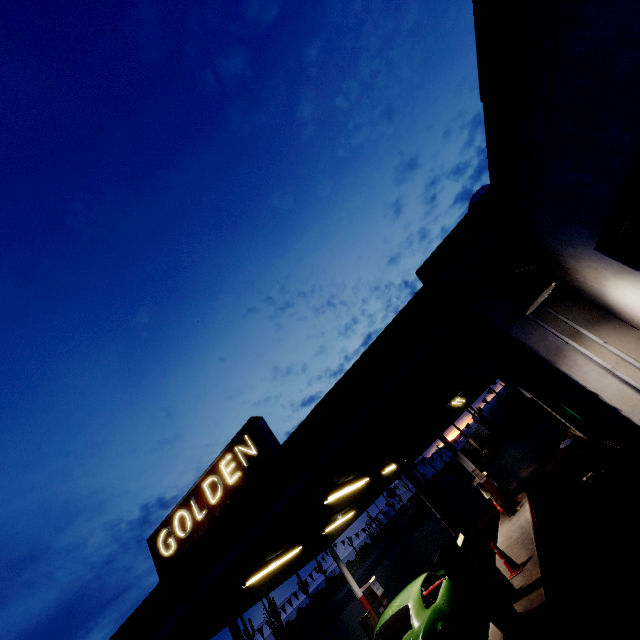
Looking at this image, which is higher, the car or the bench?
the car

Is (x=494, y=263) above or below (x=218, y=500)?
below

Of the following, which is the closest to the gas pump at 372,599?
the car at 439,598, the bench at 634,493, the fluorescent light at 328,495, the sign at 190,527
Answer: the car at 439,598

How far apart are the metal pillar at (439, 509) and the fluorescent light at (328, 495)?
1.7m

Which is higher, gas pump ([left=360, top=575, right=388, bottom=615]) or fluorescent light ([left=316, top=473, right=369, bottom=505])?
fluorescent light ([left=316, top=473, right=369, bottom=505])

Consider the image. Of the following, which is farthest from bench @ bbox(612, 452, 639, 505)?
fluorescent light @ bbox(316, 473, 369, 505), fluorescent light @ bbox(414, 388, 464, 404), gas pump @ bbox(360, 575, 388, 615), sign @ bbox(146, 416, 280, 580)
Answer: gas pump @ bbox(360, 575, 388, 615)

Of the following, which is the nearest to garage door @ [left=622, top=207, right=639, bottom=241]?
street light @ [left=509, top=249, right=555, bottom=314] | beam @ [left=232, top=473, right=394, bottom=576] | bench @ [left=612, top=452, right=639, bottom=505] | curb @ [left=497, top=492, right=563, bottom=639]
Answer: street light @ [left=509, top=249, right=555, bottom=314]

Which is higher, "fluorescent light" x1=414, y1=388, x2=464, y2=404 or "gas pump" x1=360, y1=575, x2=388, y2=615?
"fluorescent light" x1=414, y1=388, x2=464, y2=404
